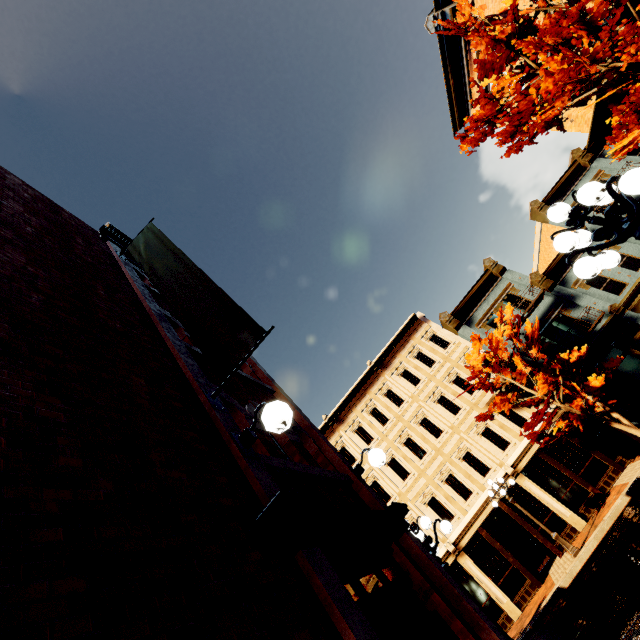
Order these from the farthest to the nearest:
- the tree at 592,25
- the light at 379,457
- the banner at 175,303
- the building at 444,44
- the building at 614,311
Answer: the building at 614,311, the building at 444,44, the tree at 592,25, the light at 379,457, the banner at 175,303

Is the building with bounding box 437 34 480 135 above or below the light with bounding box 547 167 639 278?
above

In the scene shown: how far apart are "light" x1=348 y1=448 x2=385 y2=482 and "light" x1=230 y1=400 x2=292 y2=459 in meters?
2.7

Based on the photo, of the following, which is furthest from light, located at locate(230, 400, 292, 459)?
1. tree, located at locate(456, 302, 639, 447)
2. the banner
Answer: tree, located at locate(456, 302, 639, 447)

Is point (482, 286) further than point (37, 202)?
Yes

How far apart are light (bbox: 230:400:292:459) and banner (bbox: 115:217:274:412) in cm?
40

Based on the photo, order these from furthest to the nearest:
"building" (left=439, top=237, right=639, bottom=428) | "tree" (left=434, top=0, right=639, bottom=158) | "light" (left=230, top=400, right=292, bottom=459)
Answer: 1. "building" (left=439, top=237, right=639, bottom=428)
2. "tree" (left=434, top=0, right=639, bottom=158)
3. "light" (left=230, top=400, right=292, bottom=459)

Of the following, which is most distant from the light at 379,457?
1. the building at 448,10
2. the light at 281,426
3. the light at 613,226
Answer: the building at 448,10
